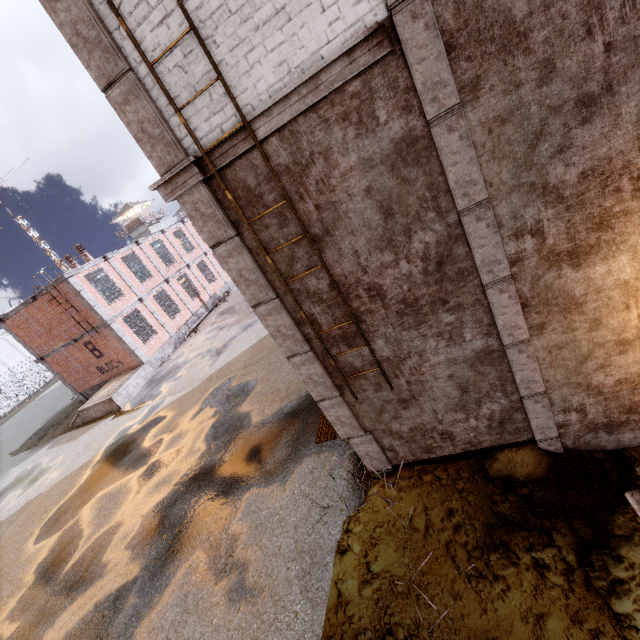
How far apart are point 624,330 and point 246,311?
18.85m

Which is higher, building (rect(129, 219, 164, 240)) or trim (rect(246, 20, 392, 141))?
building (rect(129, 219, 164, 240))

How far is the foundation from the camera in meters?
20.1

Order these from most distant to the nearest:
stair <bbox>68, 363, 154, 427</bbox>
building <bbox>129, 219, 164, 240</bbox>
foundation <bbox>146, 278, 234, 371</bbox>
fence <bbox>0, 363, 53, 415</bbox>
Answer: building <bbox>129, 219, 164, 240</bbox>, fence <bbox>0, 363, 53, 415</bbox>, foundation <bbox>146, 278, 234, 371</bbox>, stair <bbox>68, 363, 154, 427</bbox>

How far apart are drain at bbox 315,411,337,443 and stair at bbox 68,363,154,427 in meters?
13.8 m

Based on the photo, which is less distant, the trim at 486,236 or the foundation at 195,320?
the trim at 486,236

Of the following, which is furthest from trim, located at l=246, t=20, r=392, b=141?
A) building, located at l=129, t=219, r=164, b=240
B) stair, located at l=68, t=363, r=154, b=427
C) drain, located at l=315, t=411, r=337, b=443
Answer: building, located at l=129, t=219, r=164, b=240

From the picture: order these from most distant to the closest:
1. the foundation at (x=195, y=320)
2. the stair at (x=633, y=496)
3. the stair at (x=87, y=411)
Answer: the foundation at (x=195, y=320)
the stair at (x=87, y=411)
the stair at (x=633, y=496)
